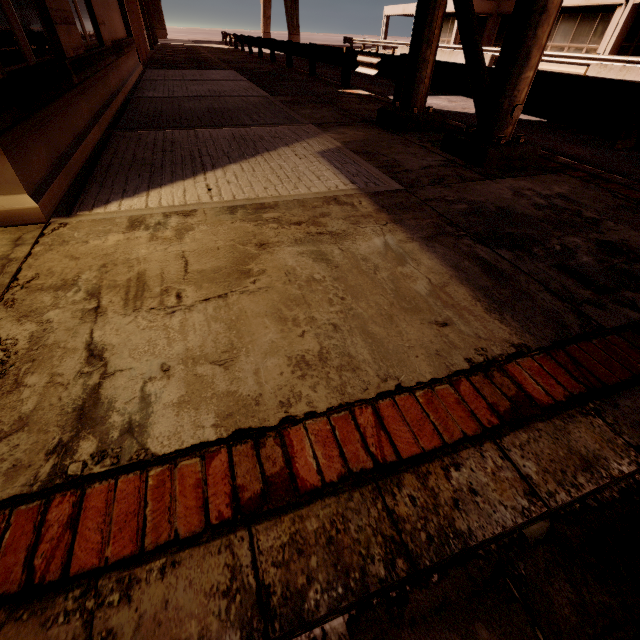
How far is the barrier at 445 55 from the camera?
15.2m

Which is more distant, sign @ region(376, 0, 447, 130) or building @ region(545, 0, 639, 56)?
building @ region(545, 0, 639, 56)

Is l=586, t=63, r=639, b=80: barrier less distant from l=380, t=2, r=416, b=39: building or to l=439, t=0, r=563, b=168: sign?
l=439, t=0, r=563, b=168: sign

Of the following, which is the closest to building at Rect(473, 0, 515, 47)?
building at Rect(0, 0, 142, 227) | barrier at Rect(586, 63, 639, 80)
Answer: barrier at Rect(586, 63, 639, 80)

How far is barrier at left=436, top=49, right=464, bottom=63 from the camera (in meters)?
15.22

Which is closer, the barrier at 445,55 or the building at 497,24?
the barrier at 445,55

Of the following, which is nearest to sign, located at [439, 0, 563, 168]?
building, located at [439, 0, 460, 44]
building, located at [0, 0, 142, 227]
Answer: building, located at [439, 0, 460, 44]

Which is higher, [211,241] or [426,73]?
[426,73]
